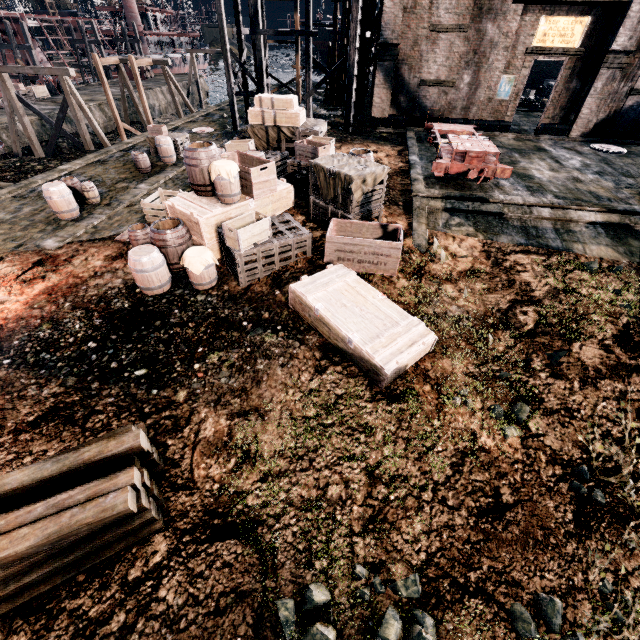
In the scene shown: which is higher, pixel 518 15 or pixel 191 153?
pixel 518 15

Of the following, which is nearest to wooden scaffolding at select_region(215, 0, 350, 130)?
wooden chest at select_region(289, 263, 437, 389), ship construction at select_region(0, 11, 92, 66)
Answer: wooden chest at select_region(289, 263, 437, 389)

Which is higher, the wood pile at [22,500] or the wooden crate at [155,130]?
the wooden crate at [155,130]

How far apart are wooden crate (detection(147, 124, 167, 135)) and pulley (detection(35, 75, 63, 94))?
28.3 meters

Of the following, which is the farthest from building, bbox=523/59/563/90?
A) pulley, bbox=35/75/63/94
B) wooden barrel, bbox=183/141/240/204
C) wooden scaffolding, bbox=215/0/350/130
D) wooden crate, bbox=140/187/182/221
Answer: pulley, bbox=35/75/63/94

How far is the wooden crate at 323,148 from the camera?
12.6 meters

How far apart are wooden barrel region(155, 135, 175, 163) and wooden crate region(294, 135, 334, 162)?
10.1m

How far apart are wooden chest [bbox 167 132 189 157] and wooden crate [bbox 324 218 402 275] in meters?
16.0
